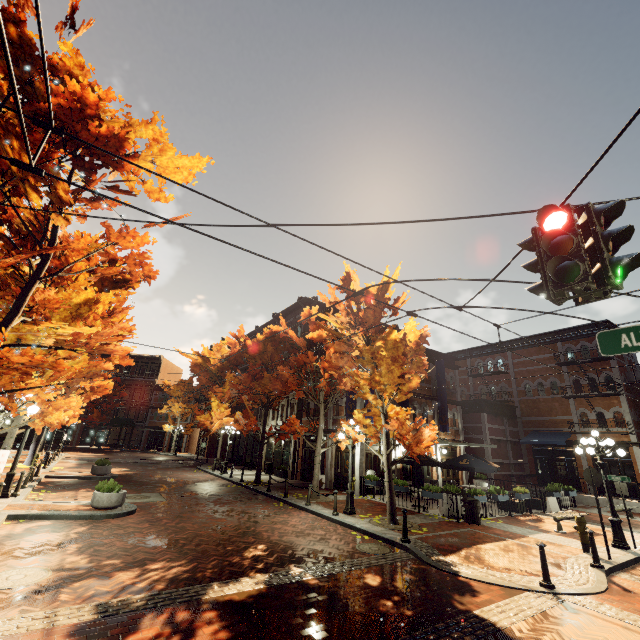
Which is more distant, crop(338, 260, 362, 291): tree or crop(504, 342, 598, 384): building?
crop(504, 342, 598, 384): building

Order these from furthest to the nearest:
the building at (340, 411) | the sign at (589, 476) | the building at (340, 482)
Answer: the building at (340, 411)
the building at (340, 482)
the sign at (589, 476)

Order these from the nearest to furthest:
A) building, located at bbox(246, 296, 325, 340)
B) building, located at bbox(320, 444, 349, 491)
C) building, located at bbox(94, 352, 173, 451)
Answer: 1. building, located at bbox(320, 444, 349, 491)
2. building, located at bbox(246, 296, 325, 340)
3. building, located at bbox(94, 352, 173, 451)

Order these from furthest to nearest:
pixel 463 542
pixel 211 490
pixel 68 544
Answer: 1. pixel 211 490
2. pixel 463 542
3. pixel 68 544

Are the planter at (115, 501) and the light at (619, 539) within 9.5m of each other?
no

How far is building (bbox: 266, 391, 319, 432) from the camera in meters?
23.9

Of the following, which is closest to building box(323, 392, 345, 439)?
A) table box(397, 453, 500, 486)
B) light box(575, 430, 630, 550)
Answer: table box(397, 453, 500, 486)

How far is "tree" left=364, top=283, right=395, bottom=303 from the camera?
12.5 meters
